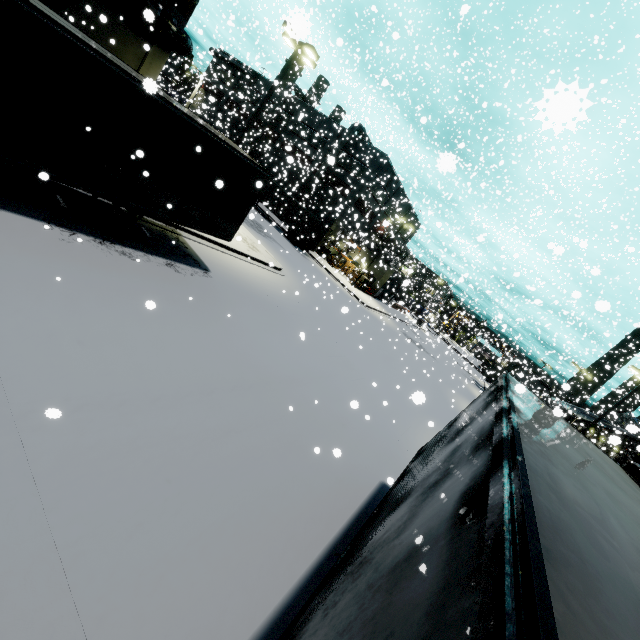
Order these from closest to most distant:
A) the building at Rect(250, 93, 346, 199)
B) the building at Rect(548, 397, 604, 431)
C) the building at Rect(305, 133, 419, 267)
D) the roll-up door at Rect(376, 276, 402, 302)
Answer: the building at Rect(548, 397, 604, 431) → the building at Rect(250, 93, 346, 199) → the building at Rect(305, 133, 419, 267) → the roll-up door at Rect(376, 276, 402, 302)

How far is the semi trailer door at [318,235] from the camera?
34.4 meters

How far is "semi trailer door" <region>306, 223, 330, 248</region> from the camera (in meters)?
34.42

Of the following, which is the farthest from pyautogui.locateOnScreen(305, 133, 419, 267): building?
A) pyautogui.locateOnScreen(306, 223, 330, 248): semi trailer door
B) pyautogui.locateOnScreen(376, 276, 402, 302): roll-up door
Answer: pyautogui.locateOnScreen(306, 223, 330, 248): semi trailer door

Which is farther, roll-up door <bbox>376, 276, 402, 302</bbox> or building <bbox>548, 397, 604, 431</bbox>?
roll-up door <bbox>376, 276, 402, 302</bbox>

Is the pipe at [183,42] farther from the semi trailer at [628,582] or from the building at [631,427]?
the semi trailer at [628,582]

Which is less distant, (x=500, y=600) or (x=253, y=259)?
(x=500, y=600)
